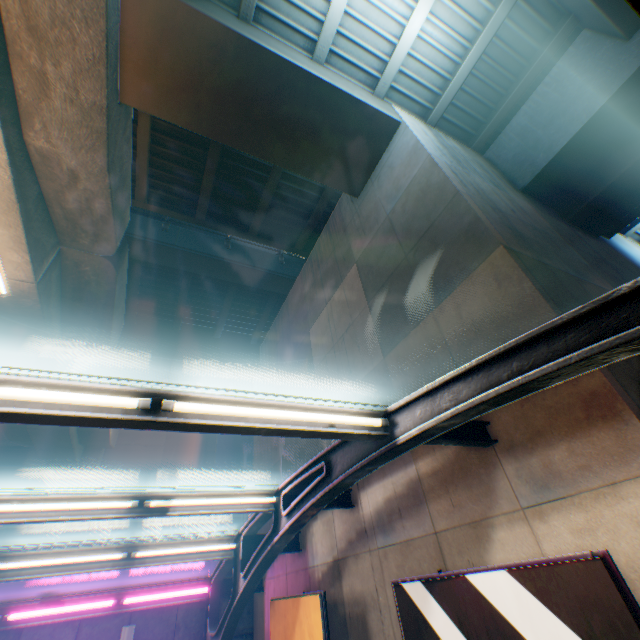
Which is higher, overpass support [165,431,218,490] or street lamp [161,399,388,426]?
overpass support [165,431,218,490]

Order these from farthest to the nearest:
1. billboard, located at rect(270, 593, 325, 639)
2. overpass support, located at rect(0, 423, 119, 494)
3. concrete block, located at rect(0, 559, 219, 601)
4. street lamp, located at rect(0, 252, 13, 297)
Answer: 1. overpass support, located at rect(0, 423, 119, 494)
2. concrete block, located at rect(0, 559, 219, 601)
3. street lamp, located at rect(0, 252, 13, 297)
4. billboard, located at rect(270, 593, 325, 639)

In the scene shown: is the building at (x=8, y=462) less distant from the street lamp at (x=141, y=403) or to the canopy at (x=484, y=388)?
the canopy at (x=484, y=388)

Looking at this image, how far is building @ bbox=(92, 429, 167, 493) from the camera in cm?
2712

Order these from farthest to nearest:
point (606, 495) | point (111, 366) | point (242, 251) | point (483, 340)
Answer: point (242, 251) < point (111, 366) < point (483, 340) < point (606, 495)

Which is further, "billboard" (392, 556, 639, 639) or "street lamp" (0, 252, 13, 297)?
"street lamp" (0, 252, 13, 297)

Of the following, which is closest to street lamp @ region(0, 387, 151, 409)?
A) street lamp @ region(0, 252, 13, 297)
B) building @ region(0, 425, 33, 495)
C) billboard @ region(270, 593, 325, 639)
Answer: billboard @ region(270, 593, 325, 639)

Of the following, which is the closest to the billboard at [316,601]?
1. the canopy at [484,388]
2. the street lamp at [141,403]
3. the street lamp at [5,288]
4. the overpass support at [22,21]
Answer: the canopy at [484,388]
